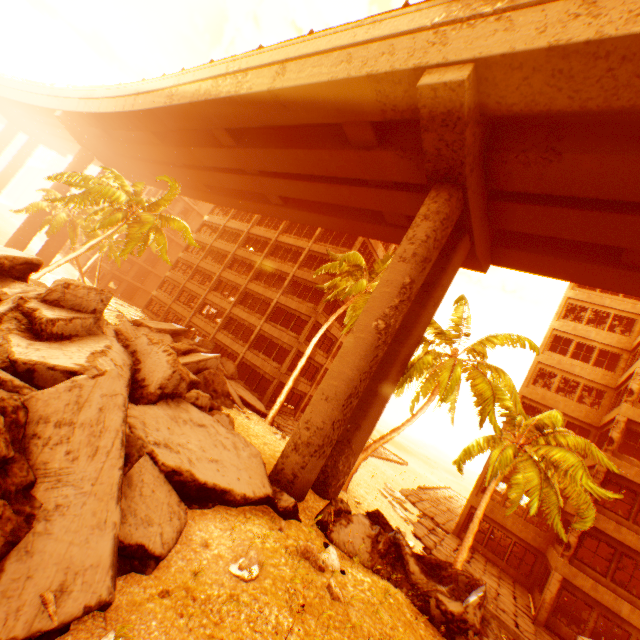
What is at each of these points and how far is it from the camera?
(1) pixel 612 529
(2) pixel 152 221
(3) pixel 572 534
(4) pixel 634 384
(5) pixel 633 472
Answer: (1) wall corner piece, 16.2 meters
(2) rubble, 21.5 meters
(3) pillar, 16.8 meters
(4) pillar, 18.0 meters
(5) wall corner piece, 16.6 meters

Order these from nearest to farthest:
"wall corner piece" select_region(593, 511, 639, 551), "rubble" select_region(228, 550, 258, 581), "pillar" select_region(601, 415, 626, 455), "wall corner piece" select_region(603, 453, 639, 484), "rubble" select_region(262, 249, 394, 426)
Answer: "rubble" select_region(228, 550, 258, 581) < "wall corner piece" select_region(593, 511, 639, 551) < "wall corner piece" select_region(603, 453, 639, 484) < "pillar" select_region(601, 415, 626, 455) < "rubble" select_region(262, 249, 394, 426)

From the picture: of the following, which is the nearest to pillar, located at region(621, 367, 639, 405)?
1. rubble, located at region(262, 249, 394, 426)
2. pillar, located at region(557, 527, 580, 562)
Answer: pillar, located at region(557, 527, 580, 562)

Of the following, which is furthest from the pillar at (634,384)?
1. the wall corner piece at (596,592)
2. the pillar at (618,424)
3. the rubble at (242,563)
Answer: the rubble at (242,563)

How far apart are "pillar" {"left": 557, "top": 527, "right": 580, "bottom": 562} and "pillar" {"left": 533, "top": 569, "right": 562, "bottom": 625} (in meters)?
0.67

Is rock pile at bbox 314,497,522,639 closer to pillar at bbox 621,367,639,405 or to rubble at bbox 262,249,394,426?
rubble at bbox 262,249,394,426

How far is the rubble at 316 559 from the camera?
7.58m

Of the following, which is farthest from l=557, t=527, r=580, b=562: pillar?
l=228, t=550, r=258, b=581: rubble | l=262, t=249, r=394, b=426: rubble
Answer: l=228, t=550, r=258, b=581: rubble
